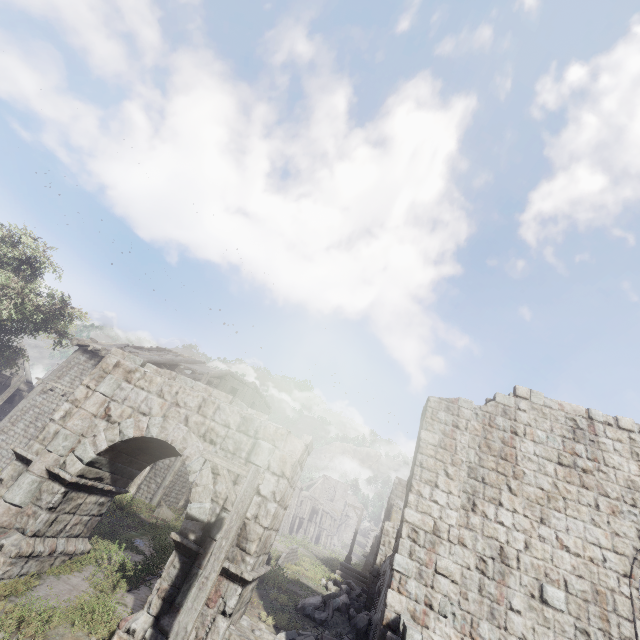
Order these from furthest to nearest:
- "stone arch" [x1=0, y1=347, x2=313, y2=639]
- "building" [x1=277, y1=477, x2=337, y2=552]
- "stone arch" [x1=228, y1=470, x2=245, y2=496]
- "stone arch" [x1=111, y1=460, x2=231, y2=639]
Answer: "building" [x1=277, y1=477, x2=337, y2=552] → "stone arch" [x1=228, y1=470, x2=245, y2=496] → "stone arch" [x1=0, y1=347, x2=313, y2=639] → "stone arch" [x1=111, y1=460, x2=231, y2=639]

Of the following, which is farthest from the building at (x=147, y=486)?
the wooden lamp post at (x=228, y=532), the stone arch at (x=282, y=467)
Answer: the wooden lamp post at (x=228, y=532)

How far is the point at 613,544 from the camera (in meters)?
7.93

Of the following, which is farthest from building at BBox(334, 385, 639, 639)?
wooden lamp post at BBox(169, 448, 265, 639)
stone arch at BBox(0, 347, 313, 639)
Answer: wooden lamp post at BBox(169, 448, 265, 639)

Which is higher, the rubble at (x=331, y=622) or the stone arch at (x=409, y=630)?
the stone arch at (x=409, y=630)

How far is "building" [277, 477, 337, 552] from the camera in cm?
3897

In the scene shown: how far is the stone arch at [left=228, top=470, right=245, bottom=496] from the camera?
8.57m
